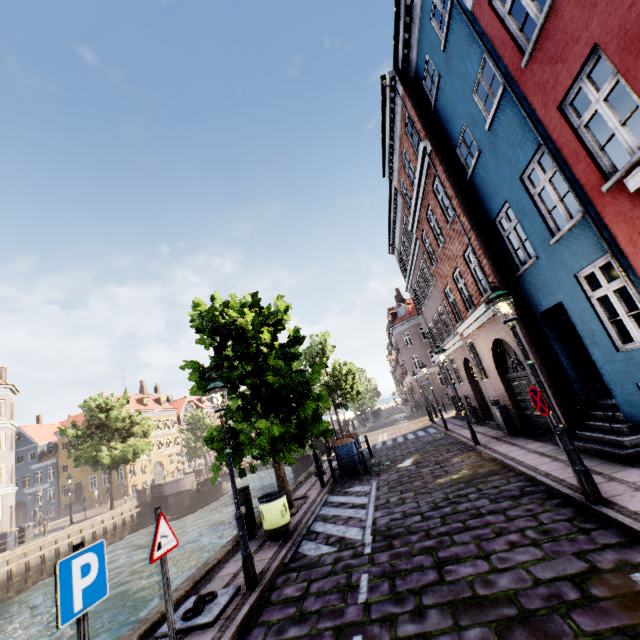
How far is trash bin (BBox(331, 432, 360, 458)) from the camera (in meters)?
13.64

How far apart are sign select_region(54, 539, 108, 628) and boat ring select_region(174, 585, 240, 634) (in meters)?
2.71

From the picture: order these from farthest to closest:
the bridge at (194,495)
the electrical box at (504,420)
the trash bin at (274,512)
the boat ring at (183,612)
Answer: the bridge at (194,495), the electrical box at (504,420), the trash bin at (274,512), the boat ring at (183,612)

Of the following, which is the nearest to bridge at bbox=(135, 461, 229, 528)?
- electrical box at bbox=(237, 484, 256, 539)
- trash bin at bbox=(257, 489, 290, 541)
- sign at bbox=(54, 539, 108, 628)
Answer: electrical box at bbox=(237, 484, 256, 539)

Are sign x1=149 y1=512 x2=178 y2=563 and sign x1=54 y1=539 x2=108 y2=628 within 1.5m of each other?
yes

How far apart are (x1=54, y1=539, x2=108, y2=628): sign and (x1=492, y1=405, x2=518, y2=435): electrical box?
12.49m

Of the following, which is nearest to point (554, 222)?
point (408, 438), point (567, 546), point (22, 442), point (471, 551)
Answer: point (567, 546)

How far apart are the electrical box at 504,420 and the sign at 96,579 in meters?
12.5
